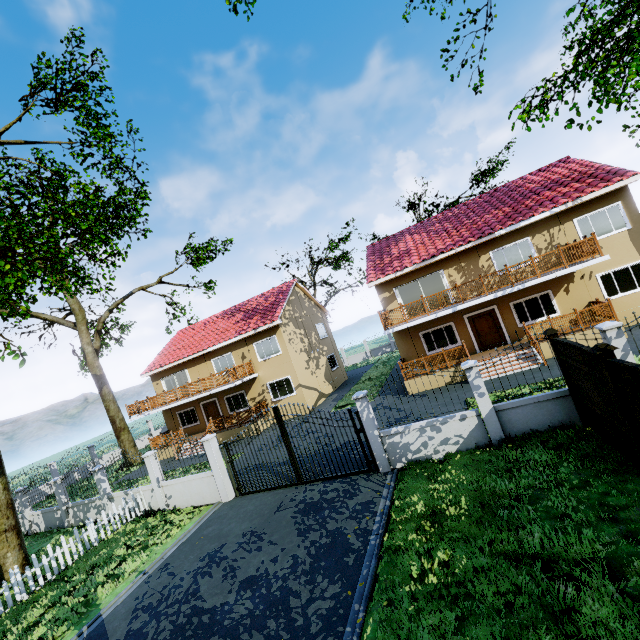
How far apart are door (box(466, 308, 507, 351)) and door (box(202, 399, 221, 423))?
18.61m

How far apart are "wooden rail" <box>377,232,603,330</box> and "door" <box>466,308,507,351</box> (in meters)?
3.04

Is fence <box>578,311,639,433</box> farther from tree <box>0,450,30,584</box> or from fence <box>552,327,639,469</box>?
tree <box>0,450,30,584</box>

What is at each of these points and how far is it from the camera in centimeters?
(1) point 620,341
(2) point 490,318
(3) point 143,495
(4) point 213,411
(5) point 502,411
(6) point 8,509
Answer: (1) fence, 775cm
(2) door, 1786cm
(3) fence, 1375cm
(4) door, 2494cm
(5) fence, 885cm
(6) tree, 1165cm

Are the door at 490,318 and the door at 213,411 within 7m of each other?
no

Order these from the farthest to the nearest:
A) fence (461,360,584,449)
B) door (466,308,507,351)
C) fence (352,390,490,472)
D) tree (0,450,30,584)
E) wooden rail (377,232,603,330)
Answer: door (466,308,507,351) < wooden rail (377,232,603,330) < tree (0,450,30,584) < fence (352,390,490,472) < fence (461,360,584,449)

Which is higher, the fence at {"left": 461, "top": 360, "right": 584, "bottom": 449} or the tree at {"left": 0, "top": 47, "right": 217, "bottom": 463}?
the tree at {"left": 0, "top": 47, "right": 217, "bottom": 463}

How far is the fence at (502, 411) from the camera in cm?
834
